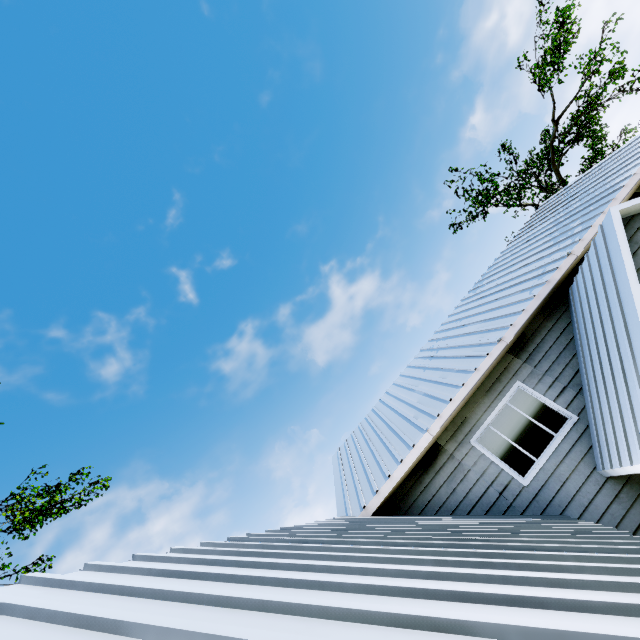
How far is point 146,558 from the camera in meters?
3.0
